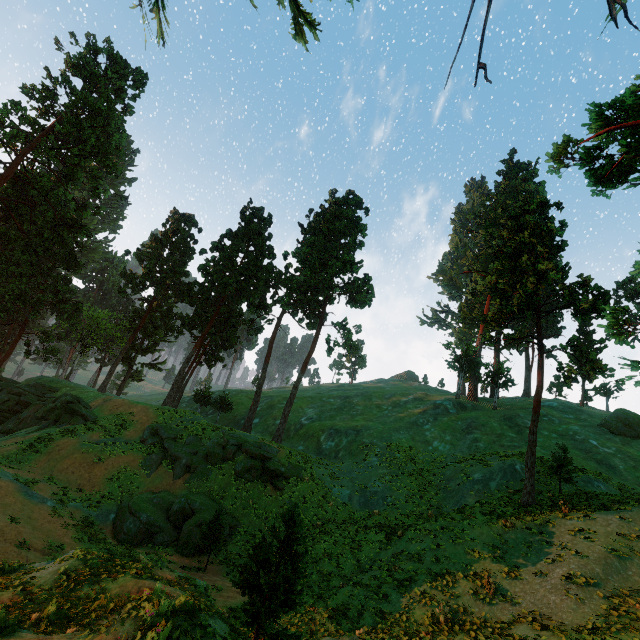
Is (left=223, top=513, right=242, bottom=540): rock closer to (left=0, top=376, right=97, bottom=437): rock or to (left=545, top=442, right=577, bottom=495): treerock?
(left=0, top=376, right=97, bottom=437): rock

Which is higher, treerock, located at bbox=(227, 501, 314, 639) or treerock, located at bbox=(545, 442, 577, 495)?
treerock, located at bbox=(545, 442, 577, 495)

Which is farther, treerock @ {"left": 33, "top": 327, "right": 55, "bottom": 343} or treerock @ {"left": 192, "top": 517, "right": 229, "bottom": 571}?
treerock @ {"left": 33, "top": 327, "right": 55, "bottom": 343}

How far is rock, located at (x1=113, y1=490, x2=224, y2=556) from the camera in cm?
2136

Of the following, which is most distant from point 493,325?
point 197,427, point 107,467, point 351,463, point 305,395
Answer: point 305,395

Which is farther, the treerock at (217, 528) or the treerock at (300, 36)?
the treerock at (217, 528)

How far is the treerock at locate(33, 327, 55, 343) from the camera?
42.69m

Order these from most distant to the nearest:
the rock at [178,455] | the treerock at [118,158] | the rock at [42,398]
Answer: the treerock at [118,158] → the rock at [42,398] → the rock at [178,455]
